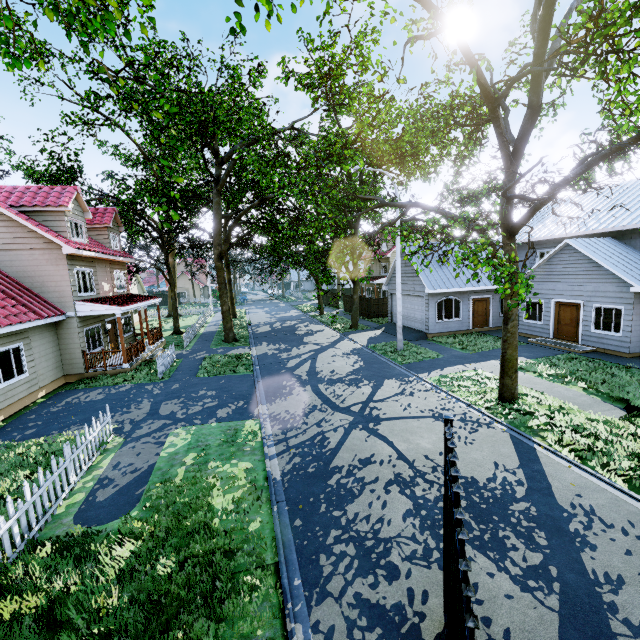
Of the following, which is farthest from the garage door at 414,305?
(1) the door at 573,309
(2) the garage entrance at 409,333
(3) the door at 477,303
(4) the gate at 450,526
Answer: (4) the gate at 450,526

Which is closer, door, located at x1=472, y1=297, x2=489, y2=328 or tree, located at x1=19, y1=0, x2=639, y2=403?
tree, located at x1=19, y1=0, x2=639, y2=403

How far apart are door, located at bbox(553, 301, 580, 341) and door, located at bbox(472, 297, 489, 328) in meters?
4.4

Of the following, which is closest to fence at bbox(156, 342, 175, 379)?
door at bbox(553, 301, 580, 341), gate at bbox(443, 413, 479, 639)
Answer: door at bbox(553, 301, 580, 341)

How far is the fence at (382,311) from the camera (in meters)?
30.89

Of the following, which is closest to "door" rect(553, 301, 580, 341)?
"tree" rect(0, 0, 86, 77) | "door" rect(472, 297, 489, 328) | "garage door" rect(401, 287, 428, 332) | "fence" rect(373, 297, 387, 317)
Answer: "door" rect(472, 297, 489, 328)

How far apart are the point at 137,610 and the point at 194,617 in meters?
0.9

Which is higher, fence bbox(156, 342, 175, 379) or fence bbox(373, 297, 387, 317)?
fence bbox(373, 297, 387, 317)
